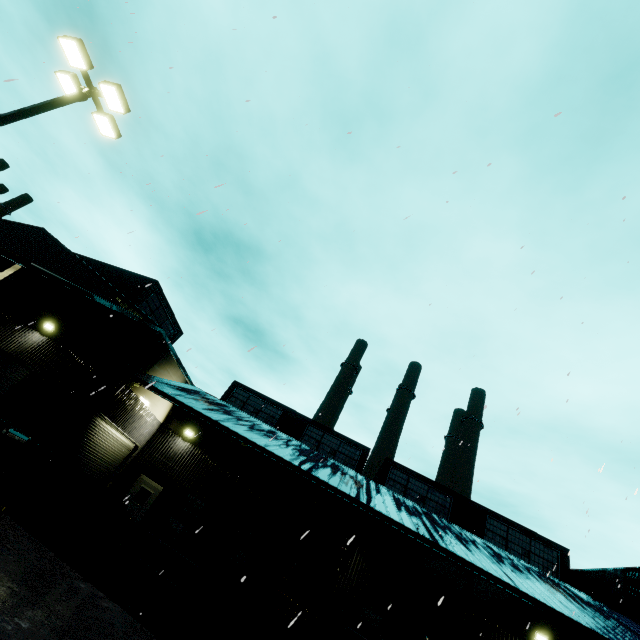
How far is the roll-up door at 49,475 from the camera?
13.03m

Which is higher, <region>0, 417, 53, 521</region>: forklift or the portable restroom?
the portable restroom

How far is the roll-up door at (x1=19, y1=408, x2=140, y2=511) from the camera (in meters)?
13.03

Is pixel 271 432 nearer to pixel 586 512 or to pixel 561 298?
pixel 586 512

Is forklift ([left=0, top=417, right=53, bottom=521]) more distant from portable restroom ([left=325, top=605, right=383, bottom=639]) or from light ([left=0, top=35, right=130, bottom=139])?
portable restroom ([left=325, top=605, right=383, bottom=639])

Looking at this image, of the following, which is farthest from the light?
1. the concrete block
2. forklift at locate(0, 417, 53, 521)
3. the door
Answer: the door

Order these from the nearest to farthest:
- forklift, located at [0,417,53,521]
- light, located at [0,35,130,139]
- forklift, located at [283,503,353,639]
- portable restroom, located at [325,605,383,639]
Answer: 1. forklift, located at [283,503,353,639]
2. forklift, located at [0,417,53,521]
3. light, located at [0,35,130,139]
4. portable restroom, located at [325,605,383,639]

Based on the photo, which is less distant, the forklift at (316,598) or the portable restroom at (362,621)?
the forklift at (316,598)
